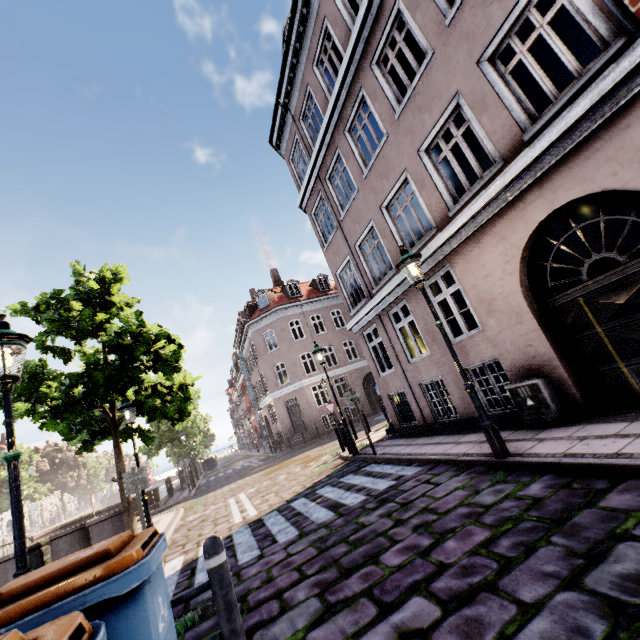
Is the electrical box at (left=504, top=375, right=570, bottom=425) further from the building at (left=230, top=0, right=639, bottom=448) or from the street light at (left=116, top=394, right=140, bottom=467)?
the street light at (left=116, top=394, right=140, bottom=467)

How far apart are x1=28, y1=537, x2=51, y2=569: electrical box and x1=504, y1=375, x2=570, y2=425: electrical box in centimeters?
901cm

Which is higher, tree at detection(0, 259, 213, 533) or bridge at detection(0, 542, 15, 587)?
tree at detection(0, 259, 213, 533)

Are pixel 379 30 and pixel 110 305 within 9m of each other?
no

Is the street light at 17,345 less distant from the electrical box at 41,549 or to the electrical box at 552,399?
the electrical box at 552,399

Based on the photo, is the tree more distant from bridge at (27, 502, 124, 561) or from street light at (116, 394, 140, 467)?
bridge at (27, 502, 124, 561)

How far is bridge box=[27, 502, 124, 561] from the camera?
11.2m

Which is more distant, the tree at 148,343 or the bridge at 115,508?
the bridge at 115,508
